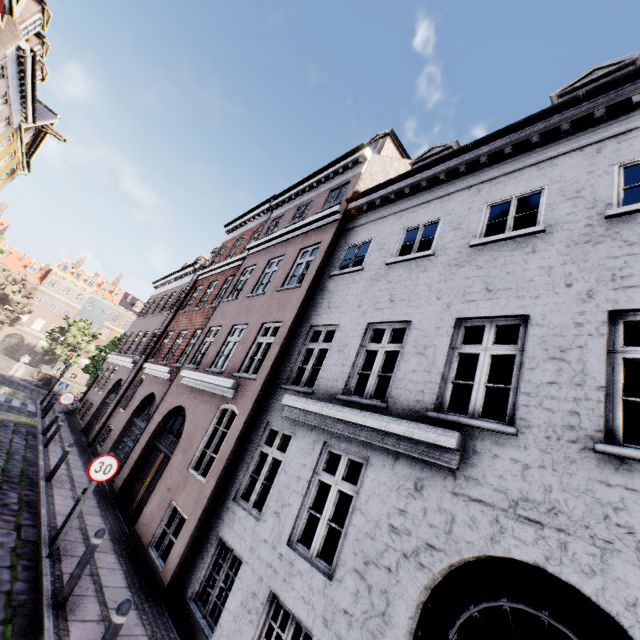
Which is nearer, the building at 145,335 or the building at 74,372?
the building at 145,335

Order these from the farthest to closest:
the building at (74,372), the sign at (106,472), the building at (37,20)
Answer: the building at (74,372), the building at (37,20), the sign at (106,472)

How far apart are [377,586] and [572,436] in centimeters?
308cm

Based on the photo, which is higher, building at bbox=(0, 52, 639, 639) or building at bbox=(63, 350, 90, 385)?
building at bbox=(0, 52, 639, 639)

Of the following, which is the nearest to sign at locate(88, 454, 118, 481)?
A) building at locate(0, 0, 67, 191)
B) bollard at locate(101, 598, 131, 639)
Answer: building at locate(0, 0, 67, 191)

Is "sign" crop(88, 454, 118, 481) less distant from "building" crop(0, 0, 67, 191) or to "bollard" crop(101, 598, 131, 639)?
"building" crop(0, 0, 67, 191)

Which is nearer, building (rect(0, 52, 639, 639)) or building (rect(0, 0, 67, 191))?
building (rect(0, 52, 639, 639))
